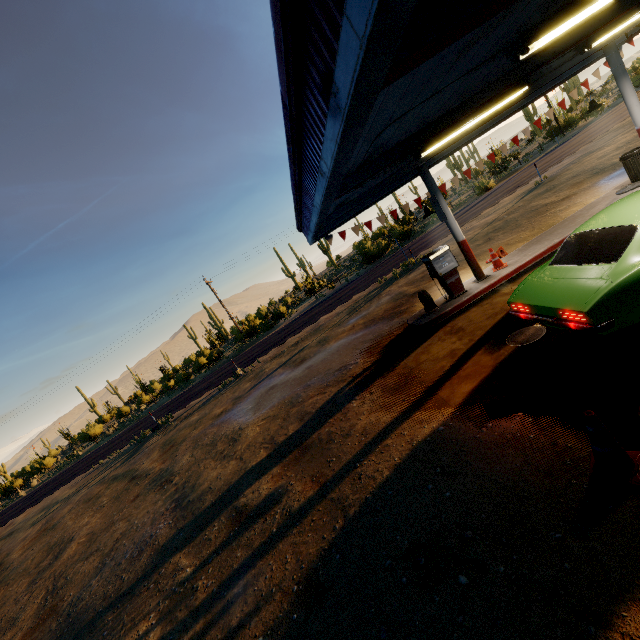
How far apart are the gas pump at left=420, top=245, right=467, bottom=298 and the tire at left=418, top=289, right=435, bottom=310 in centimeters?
31cm

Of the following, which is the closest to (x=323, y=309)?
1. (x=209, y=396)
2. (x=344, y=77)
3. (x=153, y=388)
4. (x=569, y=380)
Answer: (x=209, y=396)

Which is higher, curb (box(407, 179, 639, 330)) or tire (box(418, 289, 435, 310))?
tire (box(418, 289, 435, 310))

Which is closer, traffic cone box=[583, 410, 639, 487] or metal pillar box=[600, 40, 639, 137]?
traffic cone box=[583, 410, 639, 487]

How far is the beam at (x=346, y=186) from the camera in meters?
5.7

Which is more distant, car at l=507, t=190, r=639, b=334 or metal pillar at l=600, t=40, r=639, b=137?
metal pillar at l=600, t=40, r=639, b=137

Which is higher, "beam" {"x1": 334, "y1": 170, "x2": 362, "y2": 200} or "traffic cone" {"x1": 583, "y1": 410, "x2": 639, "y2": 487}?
"beam" {"x1": 334, "y1": 170, "x2": 362, "y2": 200}

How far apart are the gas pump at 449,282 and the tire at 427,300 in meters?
0.3 m
